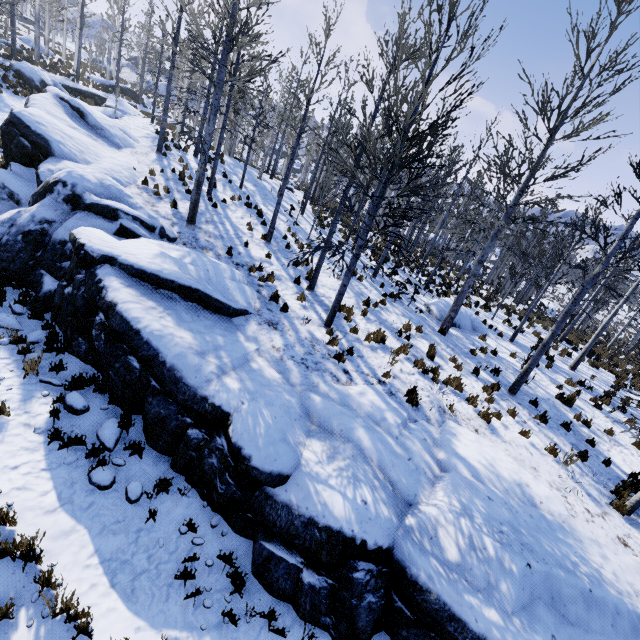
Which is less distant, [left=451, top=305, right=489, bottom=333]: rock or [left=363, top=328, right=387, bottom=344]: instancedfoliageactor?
[left=363, top=328, right=387, bottom=344]: instancedfoliageactor

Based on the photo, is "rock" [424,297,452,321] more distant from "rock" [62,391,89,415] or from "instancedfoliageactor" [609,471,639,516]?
"rock" [62,391,89,415]

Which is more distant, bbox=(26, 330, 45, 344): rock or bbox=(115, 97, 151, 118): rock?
bbox=(115, 97, 151, 118): rock

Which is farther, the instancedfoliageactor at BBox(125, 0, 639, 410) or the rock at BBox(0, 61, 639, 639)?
the instancedfoliageactor at BBox(125, 0, 639, 410)

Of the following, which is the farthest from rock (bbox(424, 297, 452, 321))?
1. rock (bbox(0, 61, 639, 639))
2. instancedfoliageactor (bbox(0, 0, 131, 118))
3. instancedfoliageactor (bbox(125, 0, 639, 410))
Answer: instancedfoliageactor (bbox(0, 0, 131, 118))

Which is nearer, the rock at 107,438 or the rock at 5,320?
the rock at 107,438

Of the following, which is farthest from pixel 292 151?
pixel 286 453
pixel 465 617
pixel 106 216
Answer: pixel 465 617

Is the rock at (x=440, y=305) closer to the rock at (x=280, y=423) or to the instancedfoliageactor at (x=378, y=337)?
the instancedfoliageactor at (x=378, y=337)
